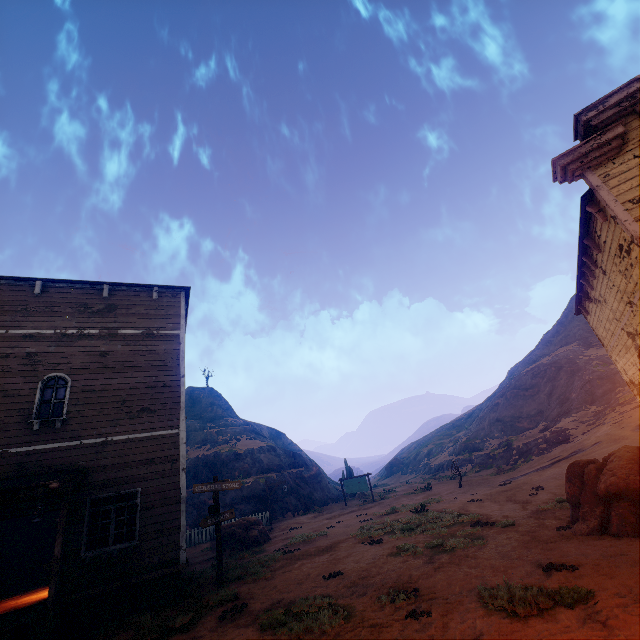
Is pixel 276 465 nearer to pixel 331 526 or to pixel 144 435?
pixel 331 526

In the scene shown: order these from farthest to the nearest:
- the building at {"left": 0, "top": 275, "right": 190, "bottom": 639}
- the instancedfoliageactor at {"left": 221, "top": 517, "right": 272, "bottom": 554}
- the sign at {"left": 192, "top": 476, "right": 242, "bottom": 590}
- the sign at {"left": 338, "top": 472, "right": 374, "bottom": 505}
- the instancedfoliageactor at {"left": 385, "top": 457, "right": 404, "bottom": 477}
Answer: the instancedfoliageactor at {"left": 385, "top": 457, "right": 404, "bottom": 477} → the sign at {"left": 338, "top": 472, "right": 374, "bottom": 505} → the instancedfoliageactor at {"left": 221, "top": 517, "right": 272, "bottom": 554} → the sign at {"left": 192, "top": 476, "right": 242, "bottom": 590} → the building at {"left": 0, "top": 275, "right": 190, "bottom": 639}

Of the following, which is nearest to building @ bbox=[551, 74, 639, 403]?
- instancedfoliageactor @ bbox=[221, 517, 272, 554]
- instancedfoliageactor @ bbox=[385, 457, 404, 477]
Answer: instancedfoliageactor @ bbox=[221, 517, 272, 554]

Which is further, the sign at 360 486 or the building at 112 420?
the sign at 360 486

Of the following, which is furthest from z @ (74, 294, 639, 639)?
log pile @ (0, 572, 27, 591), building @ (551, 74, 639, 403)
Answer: log pile @ (0, 572, 27, 591)

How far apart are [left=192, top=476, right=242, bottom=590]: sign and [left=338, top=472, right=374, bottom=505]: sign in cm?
1921

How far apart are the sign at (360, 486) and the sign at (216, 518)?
19.21m

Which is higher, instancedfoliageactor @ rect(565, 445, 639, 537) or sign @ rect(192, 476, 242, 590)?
sign @ rect(192, 476, 242, 590)
